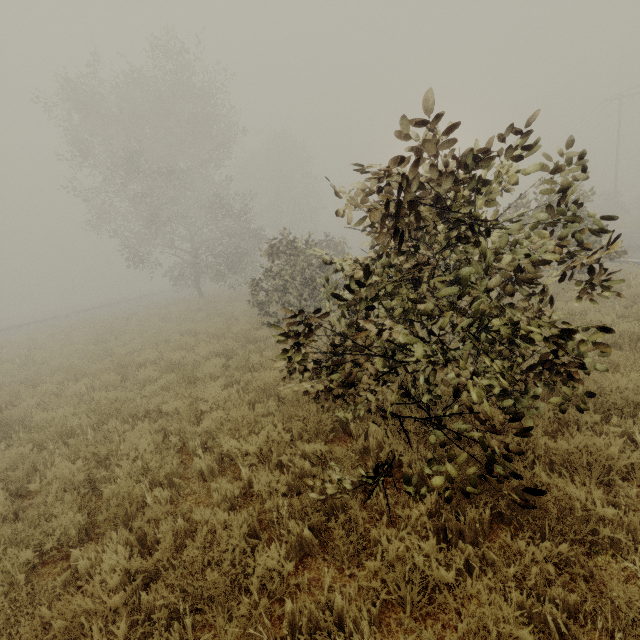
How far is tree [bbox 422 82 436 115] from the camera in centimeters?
196cm

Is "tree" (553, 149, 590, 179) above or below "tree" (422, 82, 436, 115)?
below

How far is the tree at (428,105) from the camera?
2.0 meters

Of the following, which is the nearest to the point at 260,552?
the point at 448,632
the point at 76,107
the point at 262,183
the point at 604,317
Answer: the point at 448,632

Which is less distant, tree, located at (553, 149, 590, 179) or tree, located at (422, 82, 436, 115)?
tree, located at (422, 82, 436, 115)

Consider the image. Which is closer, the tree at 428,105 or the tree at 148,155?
the tree at 428,105
